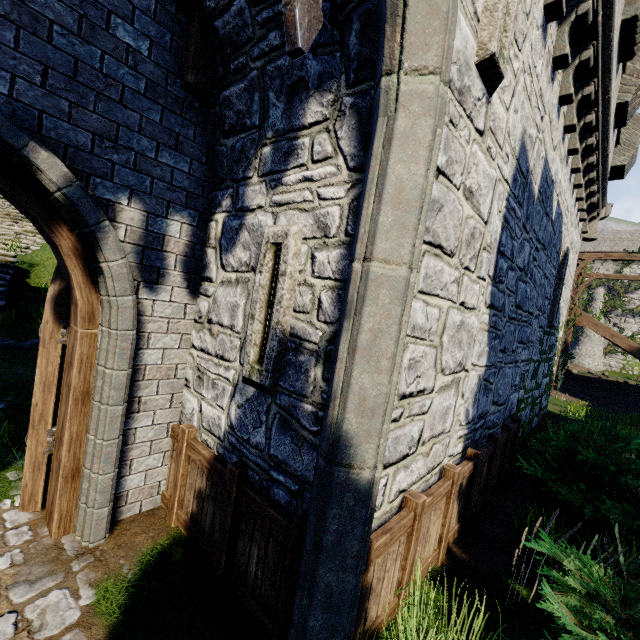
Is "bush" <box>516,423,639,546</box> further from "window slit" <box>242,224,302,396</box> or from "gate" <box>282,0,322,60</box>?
"gate" <box>282,0,322,60</box>

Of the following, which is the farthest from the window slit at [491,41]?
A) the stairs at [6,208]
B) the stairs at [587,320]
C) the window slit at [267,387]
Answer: the stairs at [587,320]

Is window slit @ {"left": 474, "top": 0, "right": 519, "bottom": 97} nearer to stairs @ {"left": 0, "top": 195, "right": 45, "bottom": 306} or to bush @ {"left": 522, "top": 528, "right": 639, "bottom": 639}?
bush @ {"left": 522, "top": 528, "right": 639, "bottom": 639}

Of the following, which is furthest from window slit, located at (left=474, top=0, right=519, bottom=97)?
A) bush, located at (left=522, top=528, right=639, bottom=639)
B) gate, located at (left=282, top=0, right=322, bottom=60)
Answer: bush, located at (left=522, top=528, right=639, bottom=639)

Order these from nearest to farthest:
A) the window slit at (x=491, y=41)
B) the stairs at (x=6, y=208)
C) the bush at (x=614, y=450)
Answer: the window slit at (x=491, y=41) < the bush at (x=614, y=450) < the stairs at (x=6, y=208)

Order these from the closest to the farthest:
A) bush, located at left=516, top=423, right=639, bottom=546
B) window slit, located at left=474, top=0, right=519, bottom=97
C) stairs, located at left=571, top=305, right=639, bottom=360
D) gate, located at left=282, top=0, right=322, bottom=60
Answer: gate, located at left=282, top=0, right=322, bottom=60
window slit, located at left=474, top=0, right=519, bottom=97
bush, located at left=516, top=423, right=639, bottom=546
stairs, located at left=571, top=305, right=639, bottom=360

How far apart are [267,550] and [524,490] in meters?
5.5 m

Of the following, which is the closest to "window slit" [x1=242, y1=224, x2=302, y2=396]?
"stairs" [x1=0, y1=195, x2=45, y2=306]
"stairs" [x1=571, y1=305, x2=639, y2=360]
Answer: "stairs" [x1=0, y1=195, x2=45, y2=306]
